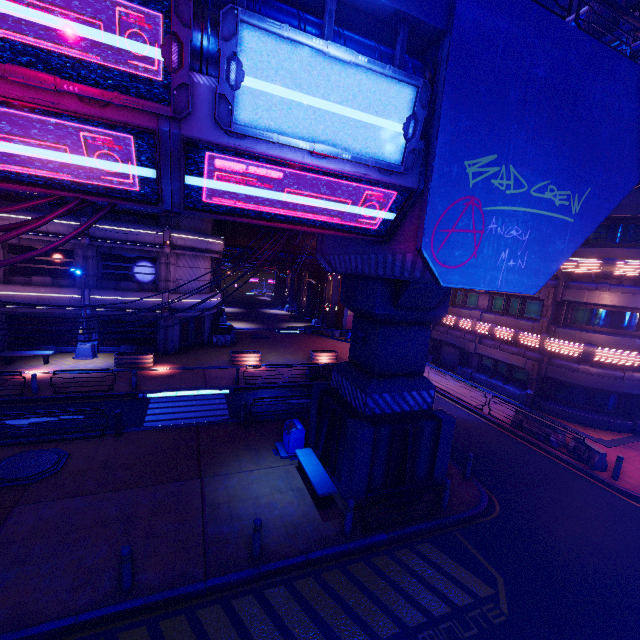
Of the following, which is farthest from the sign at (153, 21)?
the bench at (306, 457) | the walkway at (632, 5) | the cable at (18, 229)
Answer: the walkway at (632, 5)

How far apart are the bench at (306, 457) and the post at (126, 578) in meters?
4.9 m

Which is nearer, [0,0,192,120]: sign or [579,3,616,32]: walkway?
[0,0,192,120]: sign

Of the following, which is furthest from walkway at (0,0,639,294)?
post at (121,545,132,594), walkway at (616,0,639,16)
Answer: post at (121,545,132,594)

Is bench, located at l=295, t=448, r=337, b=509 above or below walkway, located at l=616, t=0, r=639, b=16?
below

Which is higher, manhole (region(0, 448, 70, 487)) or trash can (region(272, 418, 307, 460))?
trash can (region(272, 418, 307, 460))

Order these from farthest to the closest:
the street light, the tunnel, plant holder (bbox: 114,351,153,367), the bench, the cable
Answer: the tunnel < the street light < plant holder (bbox: 114,351,153,367) < the bench < the cable

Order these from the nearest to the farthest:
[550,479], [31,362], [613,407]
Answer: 1. [550,479]
2. [613,407]
3. [31,362]
